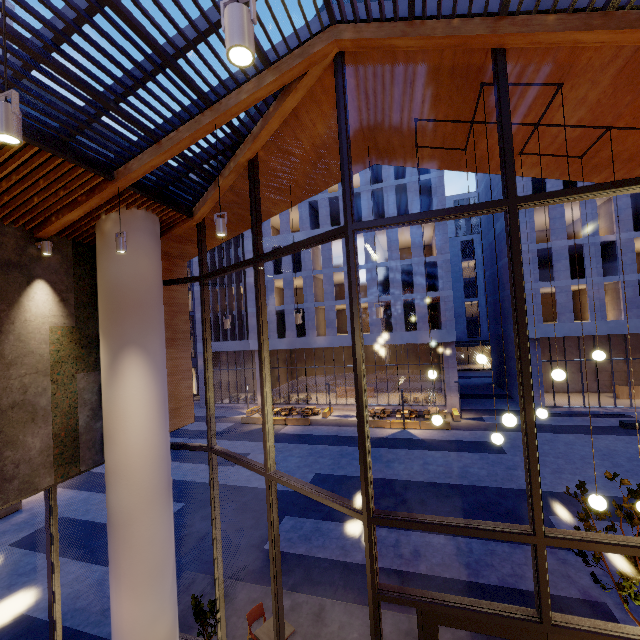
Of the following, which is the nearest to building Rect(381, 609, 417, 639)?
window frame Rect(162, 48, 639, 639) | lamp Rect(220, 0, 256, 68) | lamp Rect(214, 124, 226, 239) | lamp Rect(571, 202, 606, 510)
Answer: window frame Rect(162, 48, 639, 639)

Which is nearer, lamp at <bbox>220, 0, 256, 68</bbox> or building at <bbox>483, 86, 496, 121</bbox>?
lamp at <bbox>220, 0, 256, 68</bbox>

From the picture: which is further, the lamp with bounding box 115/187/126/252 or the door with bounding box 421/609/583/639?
the lamp with bounding box 115/187/126/252

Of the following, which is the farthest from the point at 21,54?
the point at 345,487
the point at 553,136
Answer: the point at 345,487

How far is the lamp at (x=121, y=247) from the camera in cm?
546

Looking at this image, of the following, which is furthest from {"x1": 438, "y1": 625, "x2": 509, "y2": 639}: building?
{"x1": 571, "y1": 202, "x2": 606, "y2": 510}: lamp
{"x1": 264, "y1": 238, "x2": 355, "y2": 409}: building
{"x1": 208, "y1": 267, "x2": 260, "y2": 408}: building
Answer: {"x1": 208, "y1": 267, "x2": 260, "y2": 408}: building

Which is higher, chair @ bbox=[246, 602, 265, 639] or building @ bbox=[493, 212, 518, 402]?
building @ bbox=[493, 212, 518, 402]

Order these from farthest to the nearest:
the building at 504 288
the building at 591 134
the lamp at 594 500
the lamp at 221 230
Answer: the building at 504 288 < the building at 591 134 < the lamp at 221 230 < the lamp at 594 500
